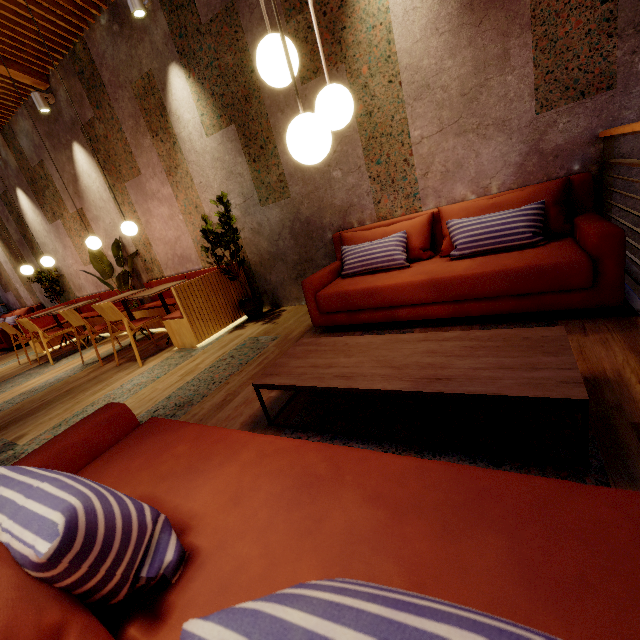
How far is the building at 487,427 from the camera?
1.36m

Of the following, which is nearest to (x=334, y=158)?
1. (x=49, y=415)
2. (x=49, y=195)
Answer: (x=49, y=415)

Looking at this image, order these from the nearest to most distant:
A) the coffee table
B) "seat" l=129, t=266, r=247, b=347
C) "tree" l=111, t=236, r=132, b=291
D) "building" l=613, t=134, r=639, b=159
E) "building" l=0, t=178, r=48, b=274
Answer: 1. the coffee table
2. "building" l=613, t=134, r=639, b=159
3. "seat" l=129, t=266, r=247, b=347
4. "tree" l=111, t=236, r=132, b=291
5. "building" l=0, t=178, r=48, b=274

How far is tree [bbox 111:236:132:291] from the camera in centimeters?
558cm

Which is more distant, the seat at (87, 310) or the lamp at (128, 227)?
the seat at (87, 310)

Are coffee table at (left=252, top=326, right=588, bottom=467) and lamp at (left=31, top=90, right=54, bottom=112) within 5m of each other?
no

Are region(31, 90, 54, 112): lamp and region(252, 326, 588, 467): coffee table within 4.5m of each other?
no

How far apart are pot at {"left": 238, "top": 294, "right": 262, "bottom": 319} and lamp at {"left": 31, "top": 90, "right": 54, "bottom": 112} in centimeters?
440cm
